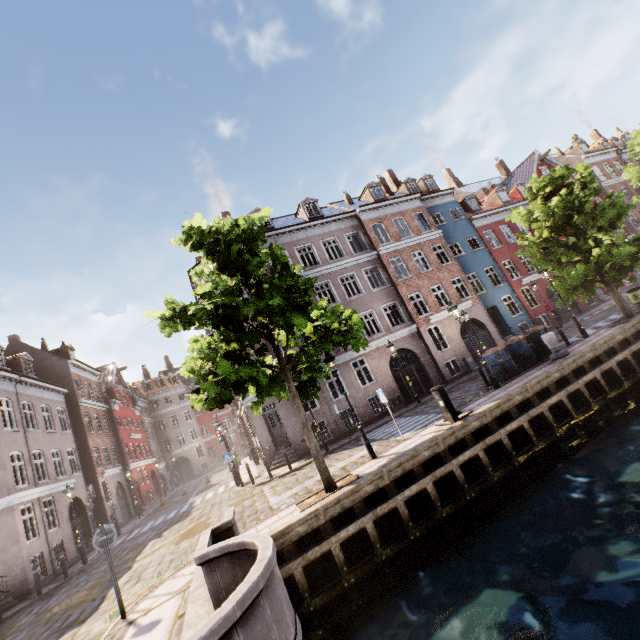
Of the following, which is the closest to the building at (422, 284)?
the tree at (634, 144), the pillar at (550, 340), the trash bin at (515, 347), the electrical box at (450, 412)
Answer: the tree at (634, 144)

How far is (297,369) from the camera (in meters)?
10.93

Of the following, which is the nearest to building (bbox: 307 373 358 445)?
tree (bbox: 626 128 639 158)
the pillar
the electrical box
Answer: tree (bbox: 626 128 639 158)

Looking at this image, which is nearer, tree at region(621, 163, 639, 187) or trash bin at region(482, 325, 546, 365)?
trash bin at region(482, 325, 546, 365)

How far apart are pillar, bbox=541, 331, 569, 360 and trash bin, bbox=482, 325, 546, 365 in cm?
95

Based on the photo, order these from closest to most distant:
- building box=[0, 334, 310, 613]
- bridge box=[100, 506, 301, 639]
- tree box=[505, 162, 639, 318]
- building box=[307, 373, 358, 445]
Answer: bridge box=[100, 506, 301, 639], tree box=[505, 162, 639, 318], building box=[0, 334, 310, 613], building box=[307, 373, 358, 445]

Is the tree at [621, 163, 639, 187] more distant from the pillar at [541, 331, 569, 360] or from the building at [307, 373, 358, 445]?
the building at [307, 373, 358, 445]

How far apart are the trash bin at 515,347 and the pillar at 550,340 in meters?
0.9 m
